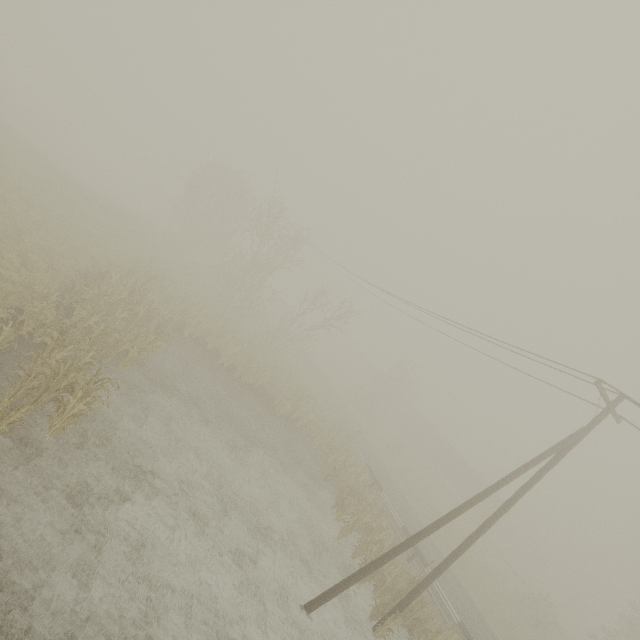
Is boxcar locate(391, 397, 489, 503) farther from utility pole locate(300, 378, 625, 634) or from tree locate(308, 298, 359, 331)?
utility pole locate(300, 378, 625, 634)

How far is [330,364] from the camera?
58.03m

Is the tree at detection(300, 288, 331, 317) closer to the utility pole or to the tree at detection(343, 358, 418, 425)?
the utility pole

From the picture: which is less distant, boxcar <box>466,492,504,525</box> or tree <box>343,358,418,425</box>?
boxcar <box>466,492,504,525</box>

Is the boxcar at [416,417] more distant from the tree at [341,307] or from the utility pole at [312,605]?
the utility pole at [312,605]

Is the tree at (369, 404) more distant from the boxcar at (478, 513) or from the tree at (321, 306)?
the tree at (321, 306)

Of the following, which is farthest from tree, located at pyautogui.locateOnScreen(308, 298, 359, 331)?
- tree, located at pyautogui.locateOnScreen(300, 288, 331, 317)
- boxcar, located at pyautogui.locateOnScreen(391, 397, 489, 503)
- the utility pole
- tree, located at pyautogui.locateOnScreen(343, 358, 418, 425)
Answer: boxcar, located at pyautogui.locateOnScreen(391, 397, 489, 503)

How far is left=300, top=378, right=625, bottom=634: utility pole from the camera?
10.46m
